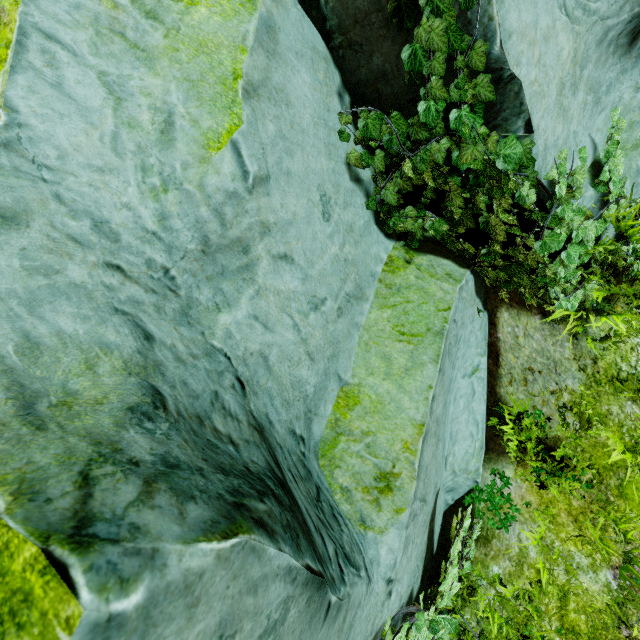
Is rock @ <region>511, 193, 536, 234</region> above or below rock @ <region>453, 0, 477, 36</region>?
below

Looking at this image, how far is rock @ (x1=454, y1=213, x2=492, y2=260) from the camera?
3.26m

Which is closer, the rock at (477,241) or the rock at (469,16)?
the rock at (469,16)

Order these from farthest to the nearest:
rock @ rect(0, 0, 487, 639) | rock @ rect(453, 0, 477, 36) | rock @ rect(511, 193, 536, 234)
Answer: rock @ rect(511, 193, 536, 234) → rock @ rect(453, 0, 477, 36) → rock @ rect(0, 0, 487, 639)

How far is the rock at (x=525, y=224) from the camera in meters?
2.9

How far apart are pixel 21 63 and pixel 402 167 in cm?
232
